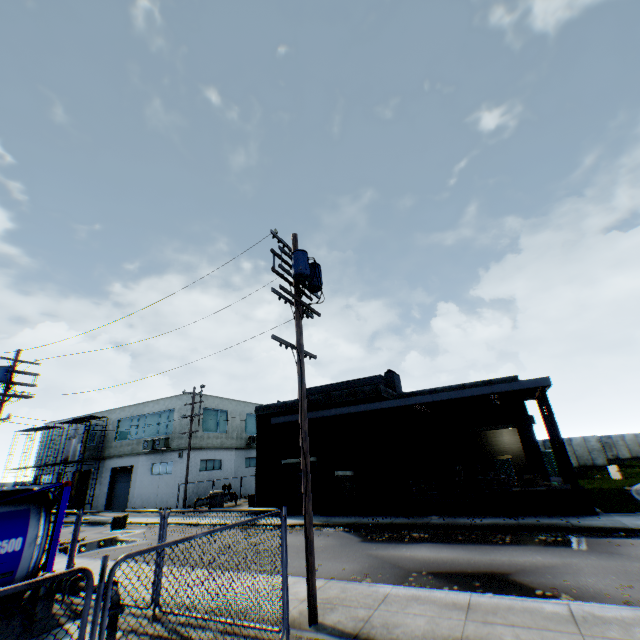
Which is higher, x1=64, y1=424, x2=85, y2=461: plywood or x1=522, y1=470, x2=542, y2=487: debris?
x1=64, y1=424, x2=85, y2=461: plywood

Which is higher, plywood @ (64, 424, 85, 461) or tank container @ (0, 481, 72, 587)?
plywood @ (64, 424, 85, 461)

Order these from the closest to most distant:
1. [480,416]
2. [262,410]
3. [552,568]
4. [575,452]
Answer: [552,568] → [480,416] → [262,410] → [575,452]

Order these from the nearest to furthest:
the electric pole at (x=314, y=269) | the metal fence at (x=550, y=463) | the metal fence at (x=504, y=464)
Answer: the electric pole at (x=314, y=269) → the metal fence at (x=550, y=463) → the metal fence at (x=504, y=464)

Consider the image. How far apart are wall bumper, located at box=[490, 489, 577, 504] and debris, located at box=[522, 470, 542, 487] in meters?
1.3 m

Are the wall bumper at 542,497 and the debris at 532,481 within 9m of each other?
yes

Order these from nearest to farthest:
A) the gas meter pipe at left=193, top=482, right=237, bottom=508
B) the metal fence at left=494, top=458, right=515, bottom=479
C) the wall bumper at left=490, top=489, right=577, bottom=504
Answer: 1. the wall bumper at left=490, top=489, right=577, bottom=504
2. the gas meter pipe at left=193, top=482, right=237, bottom=508
3. the metal fence at left=494, top=458, right=515, bottom=479

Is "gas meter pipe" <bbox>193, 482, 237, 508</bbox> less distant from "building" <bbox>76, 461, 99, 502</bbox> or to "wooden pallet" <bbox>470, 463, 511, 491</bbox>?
"building" <bbox>76, 461, 99, 502</bbox>
